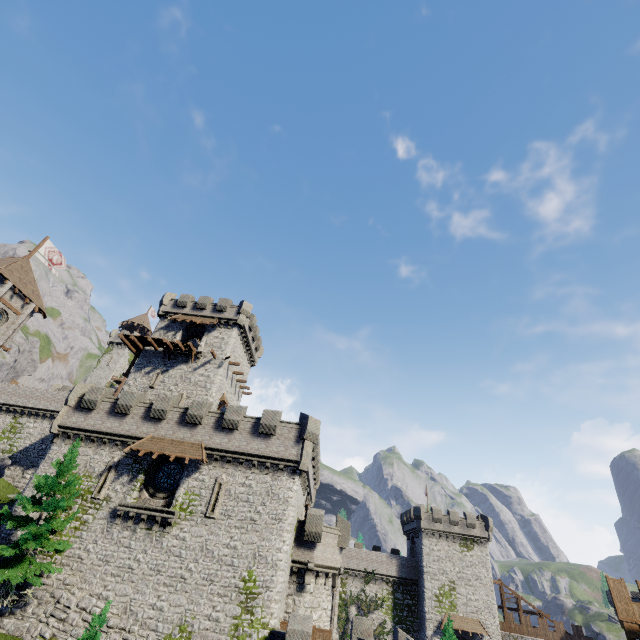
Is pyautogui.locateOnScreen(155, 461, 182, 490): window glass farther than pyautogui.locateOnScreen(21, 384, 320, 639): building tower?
Yes

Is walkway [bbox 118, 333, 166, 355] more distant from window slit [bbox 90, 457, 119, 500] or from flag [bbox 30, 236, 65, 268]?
flag [bbox 30, 236, 65, 268]

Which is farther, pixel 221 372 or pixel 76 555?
pixel 221 372

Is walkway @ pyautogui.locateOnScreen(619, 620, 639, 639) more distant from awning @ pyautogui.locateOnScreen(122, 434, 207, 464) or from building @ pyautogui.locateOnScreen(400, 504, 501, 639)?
building @ pyautogui.locateOnScreen(400, 504, 501, 639)

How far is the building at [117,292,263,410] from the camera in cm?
3391

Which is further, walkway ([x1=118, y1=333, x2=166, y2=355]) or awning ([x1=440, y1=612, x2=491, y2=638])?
awning ([x1=440, y1=612, x2=491, y2=638])

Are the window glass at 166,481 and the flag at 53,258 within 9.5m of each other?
no

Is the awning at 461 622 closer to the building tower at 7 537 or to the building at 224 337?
the building tower at 7 537
